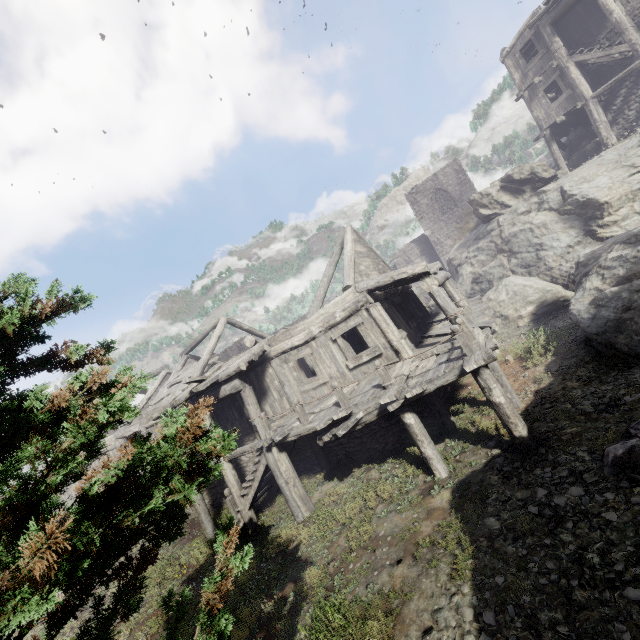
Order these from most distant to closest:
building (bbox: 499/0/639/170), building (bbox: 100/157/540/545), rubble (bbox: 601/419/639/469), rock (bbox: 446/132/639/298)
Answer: building (bbox: 499/0/639/170) → rock (bbox: 446/132/639/298) → building (bbox: 100/157/540/545) → rubble (bbox: 601/419/639/469)

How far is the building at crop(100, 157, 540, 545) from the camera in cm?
858

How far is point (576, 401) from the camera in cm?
811

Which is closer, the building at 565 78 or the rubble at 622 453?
the rubble at 622 453

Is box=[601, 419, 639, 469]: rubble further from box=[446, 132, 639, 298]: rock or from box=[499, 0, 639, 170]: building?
box=[499, 0, 639, 170]: building

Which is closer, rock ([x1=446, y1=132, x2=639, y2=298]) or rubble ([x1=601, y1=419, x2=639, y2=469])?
rubble ([x1=601, y1=419, x2=639, y2=469])

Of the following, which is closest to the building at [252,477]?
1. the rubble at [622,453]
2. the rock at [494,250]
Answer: the rock at [494,250]

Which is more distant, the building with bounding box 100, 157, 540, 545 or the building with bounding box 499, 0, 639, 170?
the building with bounding box 499, 0, 639, 170
